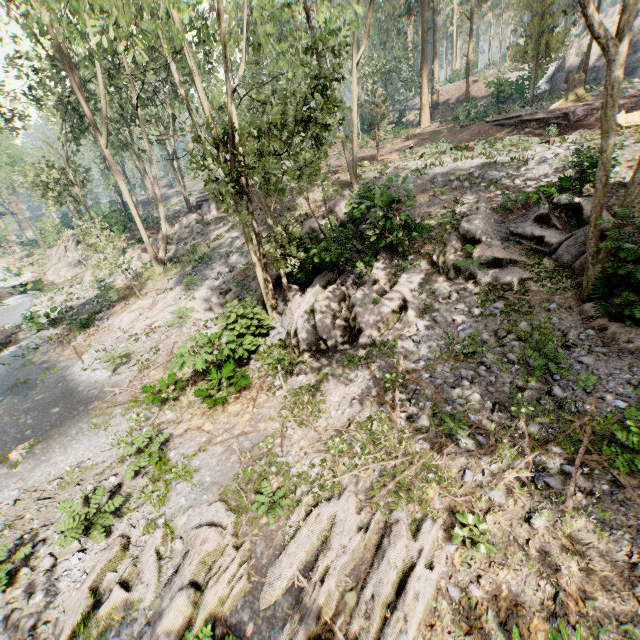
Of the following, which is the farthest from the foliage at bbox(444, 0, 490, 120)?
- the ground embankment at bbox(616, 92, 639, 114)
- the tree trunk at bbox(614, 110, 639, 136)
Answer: the tree trunk at bbox(614, 110, 639, 136)

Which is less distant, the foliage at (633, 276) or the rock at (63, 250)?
the foliage at (633, 276)

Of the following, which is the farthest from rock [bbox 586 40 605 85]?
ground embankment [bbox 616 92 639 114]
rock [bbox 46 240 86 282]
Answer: rock [bbox 46 240 86 282]

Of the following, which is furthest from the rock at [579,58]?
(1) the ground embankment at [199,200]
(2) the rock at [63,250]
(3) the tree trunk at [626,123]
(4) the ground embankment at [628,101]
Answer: (2) the rock at [63,250]

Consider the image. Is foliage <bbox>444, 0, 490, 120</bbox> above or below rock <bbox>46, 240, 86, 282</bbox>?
above

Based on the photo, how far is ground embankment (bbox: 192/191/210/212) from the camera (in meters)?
35.44

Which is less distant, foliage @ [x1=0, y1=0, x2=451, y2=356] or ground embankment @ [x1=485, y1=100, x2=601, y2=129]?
foliage @ [x1=0, y1=0, x2=451, y2=356]

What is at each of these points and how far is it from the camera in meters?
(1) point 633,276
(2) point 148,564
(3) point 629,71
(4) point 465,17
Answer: (1) foliage, 7.0
(2) foliage, 7.2
(3) rock, 30.9
(4) foliage, 58.6
